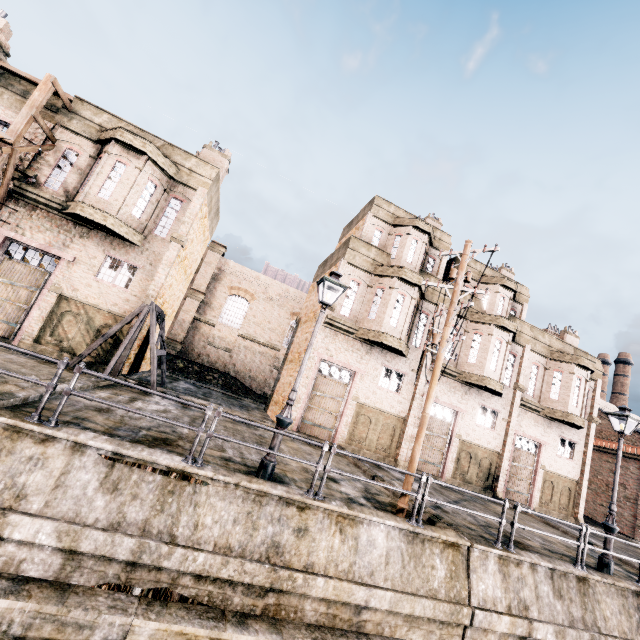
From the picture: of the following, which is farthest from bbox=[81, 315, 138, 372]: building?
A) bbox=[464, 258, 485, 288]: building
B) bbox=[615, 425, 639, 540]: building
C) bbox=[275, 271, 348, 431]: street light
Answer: bbox=[615, 425, 639, 540]: building

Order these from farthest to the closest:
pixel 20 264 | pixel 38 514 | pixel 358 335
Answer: pixel 358 335 < pixel 20 264 < pixel 38 514

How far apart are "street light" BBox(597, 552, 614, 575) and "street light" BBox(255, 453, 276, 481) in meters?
11.8 m

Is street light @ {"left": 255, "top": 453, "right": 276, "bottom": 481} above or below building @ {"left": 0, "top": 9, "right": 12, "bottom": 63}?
below

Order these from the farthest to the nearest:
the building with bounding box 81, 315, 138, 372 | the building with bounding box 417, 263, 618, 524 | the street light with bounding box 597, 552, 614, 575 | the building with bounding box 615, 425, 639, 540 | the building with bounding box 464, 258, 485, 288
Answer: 1. the building with bounding box 615, 425, 639, 540
2. the building with bounding box 464, 258, 485, 288
3. the building with bounding box 417, 263, 618, 524
4. the building with bounding box 81, 315, 138, 372
5. the street light with bounding box 597, 552, 614, 575

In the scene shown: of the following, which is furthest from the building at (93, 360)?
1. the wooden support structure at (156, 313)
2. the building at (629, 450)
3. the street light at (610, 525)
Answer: the building at (629, 450)

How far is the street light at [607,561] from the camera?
10.92m
